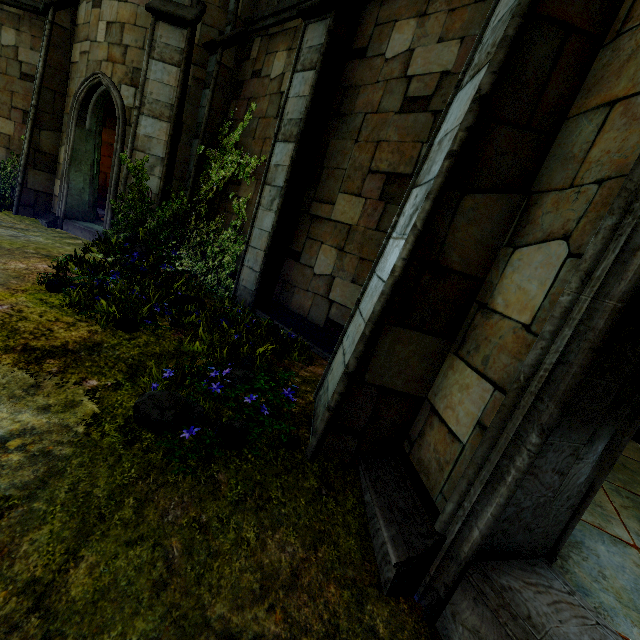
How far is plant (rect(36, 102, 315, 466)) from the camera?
2.56m

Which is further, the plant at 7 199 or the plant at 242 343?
the plant at 7 199

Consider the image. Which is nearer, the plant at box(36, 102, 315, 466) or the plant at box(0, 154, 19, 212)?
the plant at box(36, 102, 315, 466)

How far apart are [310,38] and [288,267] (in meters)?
3.79

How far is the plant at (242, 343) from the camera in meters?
2.6 m
